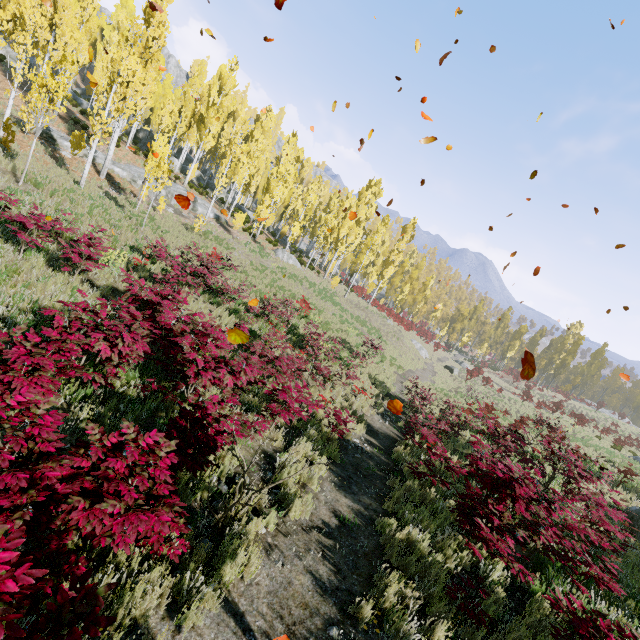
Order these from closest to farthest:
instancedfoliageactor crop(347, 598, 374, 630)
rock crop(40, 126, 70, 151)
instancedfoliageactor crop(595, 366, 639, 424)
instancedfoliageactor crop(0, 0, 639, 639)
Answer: instancedfoliageactor crop(0, 0, 639, 639) → instancedfoliageactor crop(347, 598, 374, 630) → rock crop(40, 126, 70, 151) → instancedfoliageactor crop(595, 366, 639, 424)

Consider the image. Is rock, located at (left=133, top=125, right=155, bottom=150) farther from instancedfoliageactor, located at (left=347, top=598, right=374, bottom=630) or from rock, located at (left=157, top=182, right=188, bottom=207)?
rock, located at (left=157, top=182, right=188, bottom=207)

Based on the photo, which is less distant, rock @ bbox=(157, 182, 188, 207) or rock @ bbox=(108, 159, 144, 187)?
rock @ bbox=(108, 159, 144, 187)

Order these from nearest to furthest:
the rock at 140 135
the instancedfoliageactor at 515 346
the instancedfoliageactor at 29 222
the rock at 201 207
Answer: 1. the instancedfoliageactor at 29 222
2. the rock at 201 207
3. the instancedfoliageactor at 515 346
4. the rock at 140 135

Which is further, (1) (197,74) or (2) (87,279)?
(1) (197,74)

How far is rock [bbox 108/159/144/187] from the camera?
23.3m

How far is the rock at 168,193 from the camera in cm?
2488

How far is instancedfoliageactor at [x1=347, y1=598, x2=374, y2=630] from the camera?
3.71m
